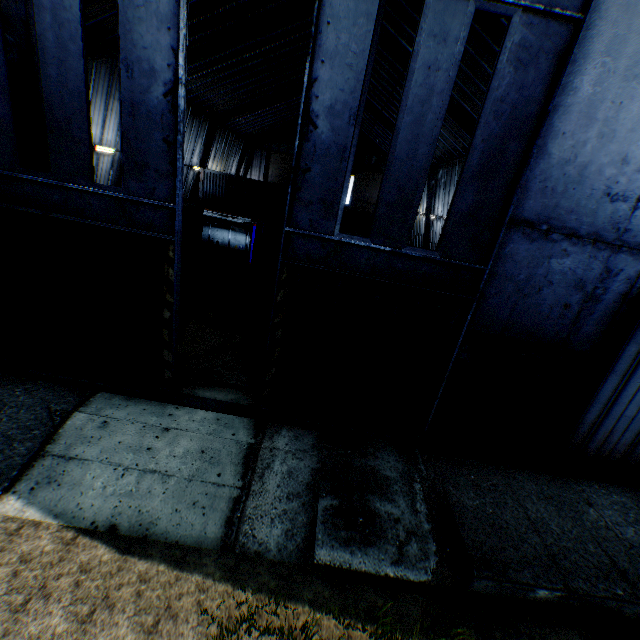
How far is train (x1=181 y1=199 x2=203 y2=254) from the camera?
20.9m

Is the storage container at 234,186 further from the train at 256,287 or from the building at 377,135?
the train at 256,287

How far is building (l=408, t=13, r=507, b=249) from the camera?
13.50m

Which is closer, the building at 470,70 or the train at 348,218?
the building at 470,70

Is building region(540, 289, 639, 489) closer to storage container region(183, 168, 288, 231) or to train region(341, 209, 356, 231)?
storage container region(183, 168, 288, 231)

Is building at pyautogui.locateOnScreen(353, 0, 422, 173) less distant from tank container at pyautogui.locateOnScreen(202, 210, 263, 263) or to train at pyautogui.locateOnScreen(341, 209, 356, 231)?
tank container at pyautogui.locateOnScreen(202, 210, 263, 263)

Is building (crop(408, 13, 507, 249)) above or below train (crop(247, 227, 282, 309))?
above

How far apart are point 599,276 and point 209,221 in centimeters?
2284cm
